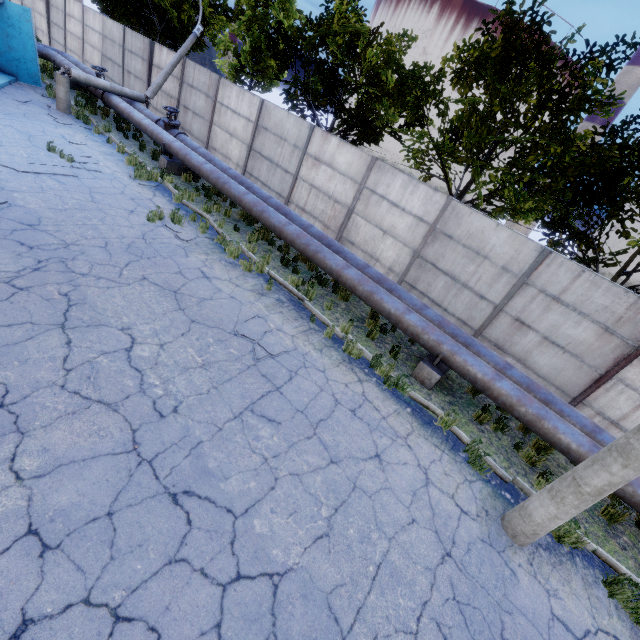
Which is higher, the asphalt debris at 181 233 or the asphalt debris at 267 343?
the asphalt debris at 181 233

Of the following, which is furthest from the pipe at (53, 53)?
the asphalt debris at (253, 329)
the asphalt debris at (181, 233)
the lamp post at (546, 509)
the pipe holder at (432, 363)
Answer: the lamp post at (546, 509)

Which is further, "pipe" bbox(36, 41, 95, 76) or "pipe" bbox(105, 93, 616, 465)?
"pipe" bbox(36, 41, 95, 76)

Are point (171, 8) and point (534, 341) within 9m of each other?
no

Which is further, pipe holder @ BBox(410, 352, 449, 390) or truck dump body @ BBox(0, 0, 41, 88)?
truck dump body @ BBox(0, 0, 41, 88)

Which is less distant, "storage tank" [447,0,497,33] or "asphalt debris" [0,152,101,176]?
"asphalt debris" [0,152,101,176]

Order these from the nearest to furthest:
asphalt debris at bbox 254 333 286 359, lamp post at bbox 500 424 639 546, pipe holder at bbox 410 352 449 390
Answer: lamp post at bbox 500 424 639 546 → asphalt debris at bbox 254 333 286 359 → pipe holder at bbox 410 352 449 390

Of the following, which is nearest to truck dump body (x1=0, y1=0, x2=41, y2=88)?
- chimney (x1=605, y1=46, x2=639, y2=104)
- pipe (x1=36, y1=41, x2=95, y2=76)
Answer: pipe (x1=36, y1=41, x2=95, y2=76)
